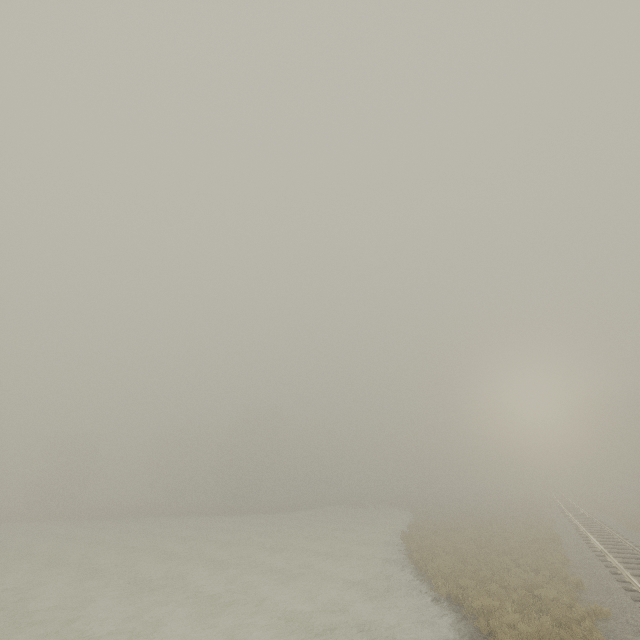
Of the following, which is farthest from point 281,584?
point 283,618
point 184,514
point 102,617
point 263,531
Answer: point 184,514
